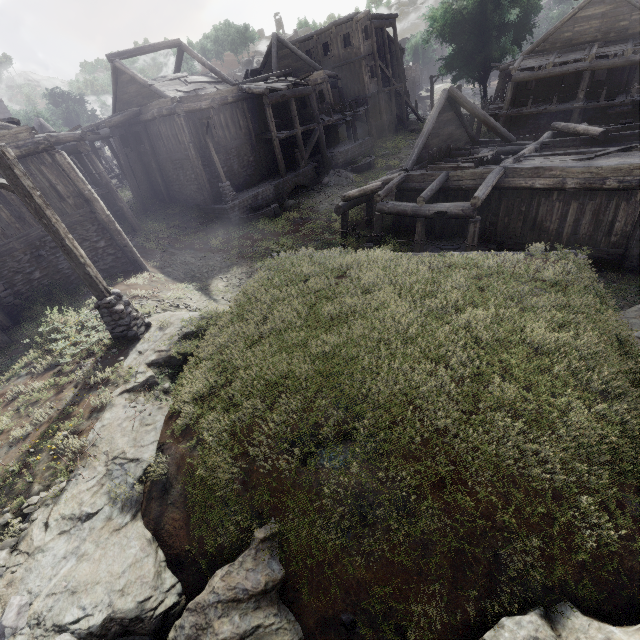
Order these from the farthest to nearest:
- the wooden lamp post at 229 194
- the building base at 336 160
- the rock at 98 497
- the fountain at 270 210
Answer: the building base at 336 160, the fountain at 270 210, the wooden lamp post at 229 194, the rock at 98 497

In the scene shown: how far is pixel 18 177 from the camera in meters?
6.5

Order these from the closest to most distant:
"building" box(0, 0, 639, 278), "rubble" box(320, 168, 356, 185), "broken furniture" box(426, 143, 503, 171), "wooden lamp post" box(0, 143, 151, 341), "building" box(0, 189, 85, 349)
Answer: "wooden lamp post" box(0, 143, 151, 341) < "building" box(0, 189, 85, 349) < "building" box(0, 0, 639, 278) < "broken furniture" box(426, 143, 503, 171) < "rubble" box(320, 168, 356, 185)

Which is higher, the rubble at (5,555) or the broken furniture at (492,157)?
the rubble at (5,555)

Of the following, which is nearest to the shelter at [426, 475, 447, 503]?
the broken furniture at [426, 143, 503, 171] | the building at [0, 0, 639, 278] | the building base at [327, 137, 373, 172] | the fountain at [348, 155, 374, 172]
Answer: the building at [0, 0, 639, 278]

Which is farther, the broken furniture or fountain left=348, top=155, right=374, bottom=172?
fountain left=348, top=155, right=374, bottom=172

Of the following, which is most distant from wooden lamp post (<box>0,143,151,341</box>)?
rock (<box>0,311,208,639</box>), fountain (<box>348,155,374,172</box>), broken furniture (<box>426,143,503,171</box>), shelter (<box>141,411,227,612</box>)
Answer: fountain (<box>348,155,374,172</box>)

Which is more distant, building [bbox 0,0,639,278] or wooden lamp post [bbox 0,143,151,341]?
building [bbox 0,0,639,278]
